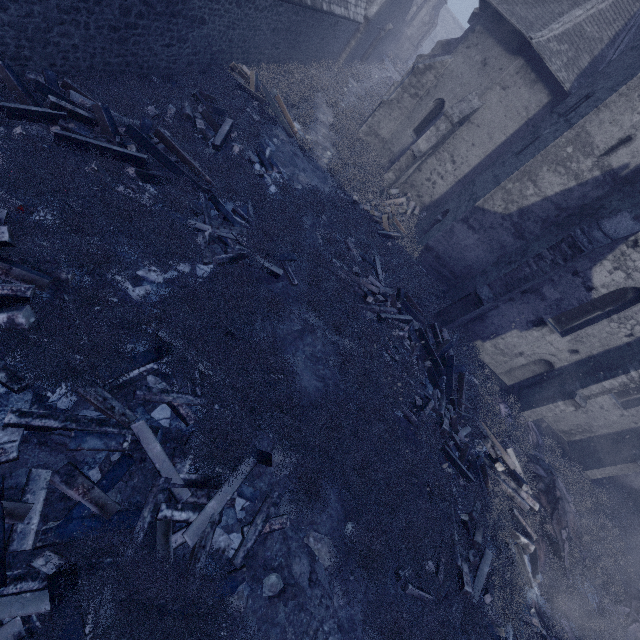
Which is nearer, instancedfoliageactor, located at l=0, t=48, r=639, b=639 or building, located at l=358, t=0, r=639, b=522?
instancedfoliageactor, located at l=0, t=48, r=639, b=639

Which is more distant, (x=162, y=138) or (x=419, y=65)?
(x=419, y=65)

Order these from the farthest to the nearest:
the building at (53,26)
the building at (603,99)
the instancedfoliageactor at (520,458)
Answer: the building at (603,99)
the building at (53,26)
the instancedfoliageactor at (520,458)

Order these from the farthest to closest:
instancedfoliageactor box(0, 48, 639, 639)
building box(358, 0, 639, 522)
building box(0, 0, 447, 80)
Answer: building box(358, 0, 639, 522)
building box(0, 0, 447, 80)
instancedfoliageactor box(0, 48, 639, 639)

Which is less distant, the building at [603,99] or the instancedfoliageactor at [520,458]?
the instancedfoliageactor at [520,458]

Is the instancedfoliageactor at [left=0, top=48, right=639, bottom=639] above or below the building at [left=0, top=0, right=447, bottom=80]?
below
